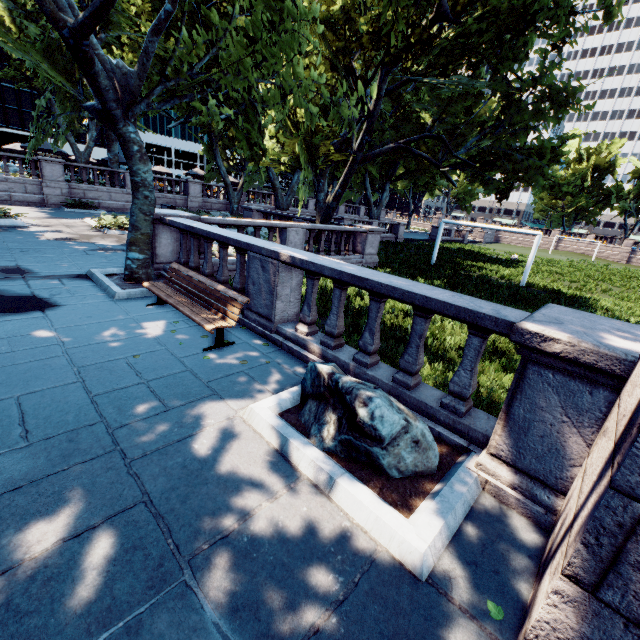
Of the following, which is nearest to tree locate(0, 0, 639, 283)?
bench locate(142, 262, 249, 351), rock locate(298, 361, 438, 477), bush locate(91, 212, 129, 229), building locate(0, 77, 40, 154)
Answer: bench locate(142, 262, 249, 351)

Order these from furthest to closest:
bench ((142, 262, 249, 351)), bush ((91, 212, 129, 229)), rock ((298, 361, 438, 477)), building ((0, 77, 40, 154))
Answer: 1. building ((0, 77, 40, 154))
2. bush ((91, 212, 129, 229))
3. bench ((142, 262, 249, 351))
4. rock ((298, 361, 438, 477))

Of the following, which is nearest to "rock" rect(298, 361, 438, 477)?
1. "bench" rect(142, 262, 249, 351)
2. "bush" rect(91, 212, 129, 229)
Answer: "bench" rect(142, 262, 249, 351)

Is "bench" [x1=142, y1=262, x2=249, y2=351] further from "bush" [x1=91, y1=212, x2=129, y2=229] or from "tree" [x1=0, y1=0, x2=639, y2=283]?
"bush" [x1=91, y1=212, x2=129, y2=229]

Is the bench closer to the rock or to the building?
the rock

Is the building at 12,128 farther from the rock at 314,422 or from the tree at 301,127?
the rock at 314,422

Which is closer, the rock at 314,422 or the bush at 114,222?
the rock at 314,422

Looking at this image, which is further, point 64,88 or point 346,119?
point 64,88
